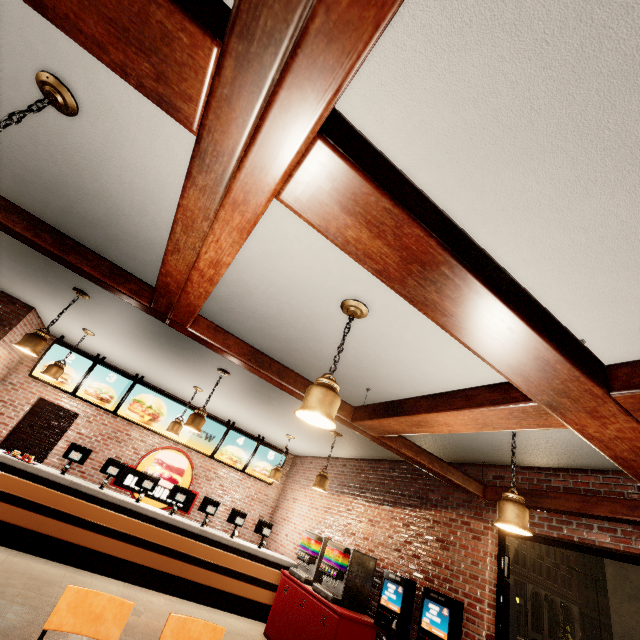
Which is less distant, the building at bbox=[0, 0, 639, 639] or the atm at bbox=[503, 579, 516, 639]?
the building at bbox=[0, 0, 639, 639]

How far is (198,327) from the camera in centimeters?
322cm

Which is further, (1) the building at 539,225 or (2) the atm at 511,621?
(2) the atm at 511,621
